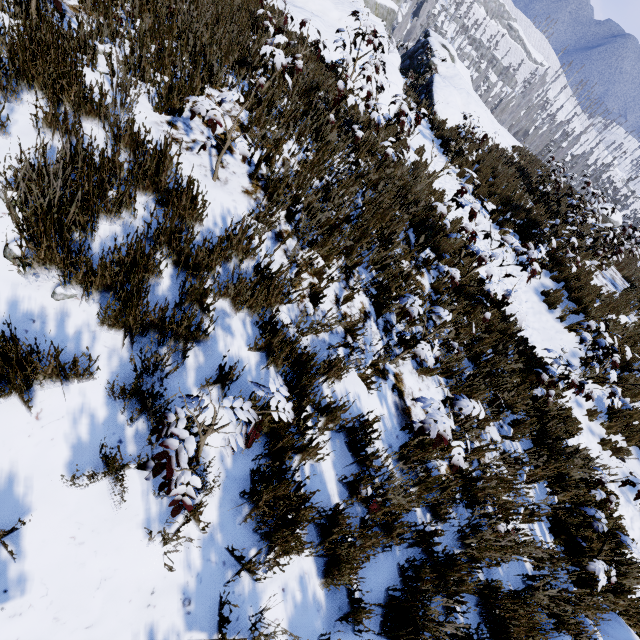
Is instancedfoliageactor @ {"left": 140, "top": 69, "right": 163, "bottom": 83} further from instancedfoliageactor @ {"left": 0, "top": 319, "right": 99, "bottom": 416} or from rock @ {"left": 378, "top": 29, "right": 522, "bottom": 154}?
rock @ {"left": 378, "top": 29, "right": 522, "bottom": 154}

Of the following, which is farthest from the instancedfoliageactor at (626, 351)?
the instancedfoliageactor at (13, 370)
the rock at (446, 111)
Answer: the rock at (446, 111)

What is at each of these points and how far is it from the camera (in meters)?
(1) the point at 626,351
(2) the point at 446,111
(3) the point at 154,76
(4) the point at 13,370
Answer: (1) instancedfoliageactor, 7.41
(2) rock, 13.01
(3) instancedfoliageactor, 3.53
(4) instancedfoliageactor, 1.63

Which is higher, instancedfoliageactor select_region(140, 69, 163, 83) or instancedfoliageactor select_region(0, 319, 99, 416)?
instancedfoliageactor select_region(140, 69, 163, 83)

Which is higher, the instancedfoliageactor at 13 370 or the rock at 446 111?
the rock at 446 111

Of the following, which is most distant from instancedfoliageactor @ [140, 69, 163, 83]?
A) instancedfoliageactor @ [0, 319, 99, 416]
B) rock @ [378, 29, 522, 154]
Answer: rock @ [378, 29, 522, 154]
